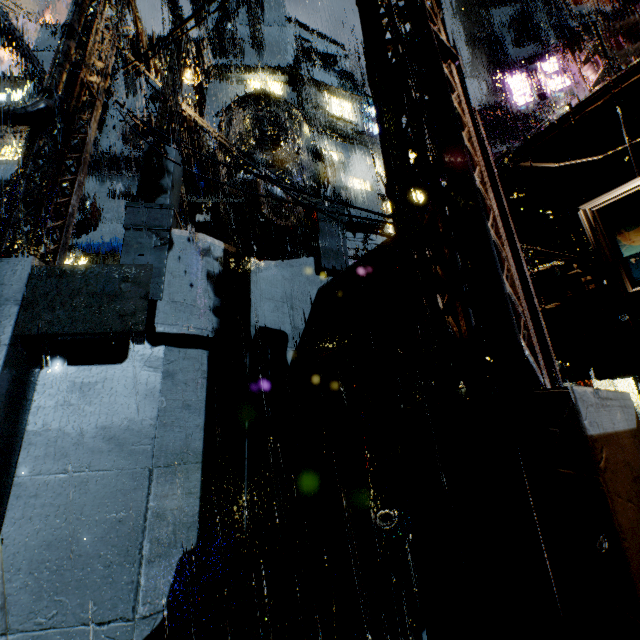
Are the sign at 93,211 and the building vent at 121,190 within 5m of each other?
yes

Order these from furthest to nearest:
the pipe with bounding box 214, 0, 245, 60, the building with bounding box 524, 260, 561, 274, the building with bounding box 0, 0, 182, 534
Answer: the pipe with bounding box 214, 0, 245, 60, the building with bounding box 0, 0, 182, 534, the building with bounding box 524, 260, 561, 274

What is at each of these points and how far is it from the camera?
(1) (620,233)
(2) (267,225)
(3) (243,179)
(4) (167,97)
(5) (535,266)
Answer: (1) sign, 3.0 meters
(2) building vent, 17.5 meters
(3) building vent, 16.7 meters
(4) street light, 7.2 meters
(5) building, 7.0 meters

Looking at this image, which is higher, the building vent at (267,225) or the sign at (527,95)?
the sign at (527,95)

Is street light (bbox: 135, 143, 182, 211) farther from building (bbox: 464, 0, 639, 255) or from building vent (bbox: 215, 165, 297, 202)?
building vent (bbox: 215, 165, 297, 202)

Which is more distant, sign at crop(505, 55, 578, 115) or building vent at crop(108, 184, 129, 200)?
building vent at crop(108, 184, 129, 200)

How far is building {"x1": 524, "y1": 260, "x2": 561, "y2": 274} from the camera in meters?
3.7 m

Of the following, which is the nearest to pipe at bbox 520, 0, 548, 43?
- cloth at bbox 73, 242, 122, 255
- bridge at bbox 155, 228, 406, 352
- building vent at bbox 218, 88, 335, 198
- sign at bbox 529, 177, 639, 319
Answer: building vent at bbox 218, 88, 335, 198
